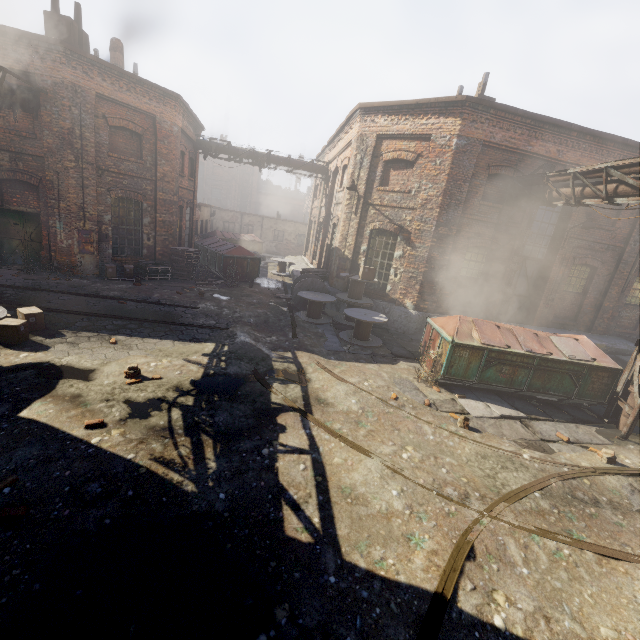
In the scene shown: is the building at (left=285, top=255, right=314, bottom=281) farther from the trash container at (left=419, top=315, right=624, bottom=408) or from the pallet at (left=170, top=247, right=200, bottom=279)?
the pallet at (left=170, top=247, right=200, bottom=279)

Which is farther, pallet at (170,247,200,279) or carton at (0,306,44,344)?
pallet at (170,247,200,279)

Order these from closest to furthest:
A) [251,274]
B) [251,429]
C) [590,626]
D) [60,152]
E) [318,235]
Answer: [590,626]
[251,429]
[60,152]
[251,274]
[318,235]

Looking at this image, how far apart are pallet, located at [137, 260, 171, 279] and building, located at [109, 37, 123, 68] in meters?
8.7 m

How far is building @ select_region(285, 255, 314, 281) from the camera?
18.0m

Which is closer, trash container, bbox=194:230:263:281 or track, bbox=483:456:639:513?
track, bbox=483:456:639:513

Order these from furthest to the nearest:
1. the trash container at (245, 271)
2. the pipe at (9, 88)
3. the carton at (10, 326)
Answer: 1. the trash container at (245, 271)
2. the pipe at (9, 88)
3. the carton at (10, 326)

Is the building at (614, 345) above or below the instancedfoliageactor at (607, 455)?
above
